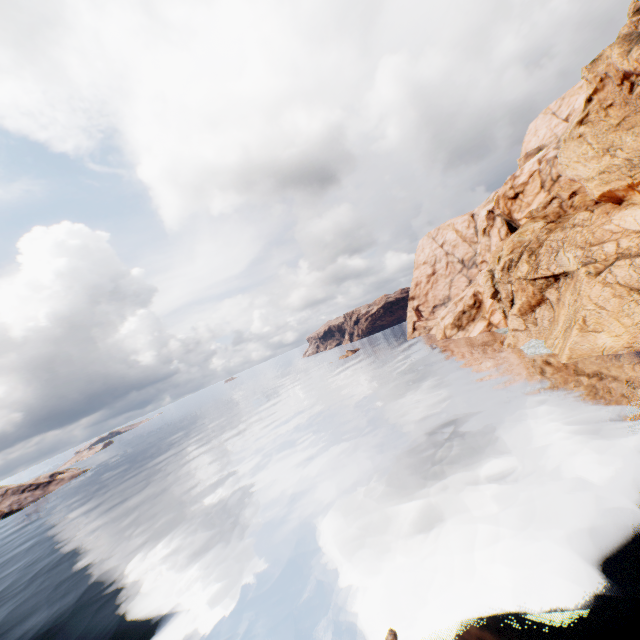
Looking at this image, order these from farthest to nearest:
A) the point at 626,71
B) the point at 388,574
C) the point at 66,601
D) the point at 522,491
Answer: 1. the point at 626,71
2. the point at 66,601
3. the point at 522,491
4. the point at 388,574
